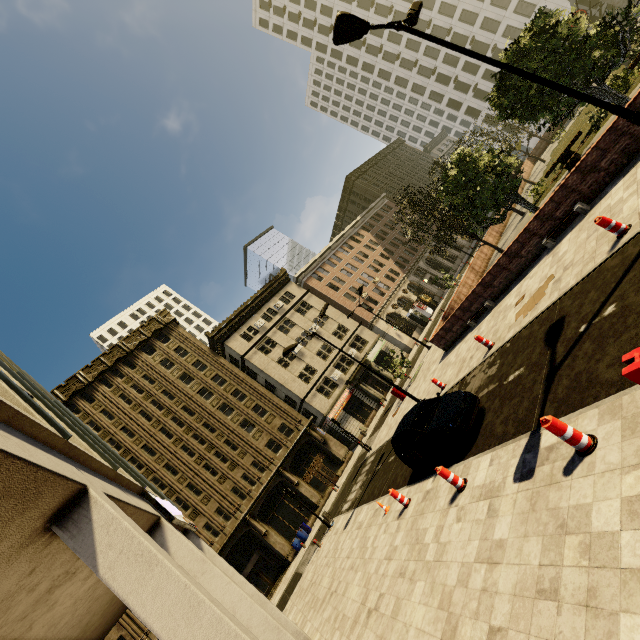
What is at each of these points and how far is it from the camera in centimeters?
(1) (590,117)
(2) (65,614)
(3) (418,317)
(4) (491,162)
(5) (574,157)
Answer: (1) plant, 1784cm
(2) building, 684cm
(3) atm, 4616cm
(4) tree, 1669cm
(5) bench, 1775cm

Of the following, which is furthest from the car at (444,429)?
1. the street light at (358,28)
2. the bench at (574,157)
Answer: the bench at (574,157)

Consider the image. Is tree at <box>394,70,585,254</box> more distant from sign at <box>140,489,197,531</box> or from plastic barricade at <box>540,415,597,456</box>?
sign at <box>140,489,197,531</box>

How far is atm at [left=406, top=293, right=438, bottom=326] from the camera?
46.29m

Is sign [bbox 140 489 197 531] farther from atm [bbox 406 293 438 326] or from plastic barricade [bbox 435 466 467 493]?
atm [bbox 406 293 438 326]

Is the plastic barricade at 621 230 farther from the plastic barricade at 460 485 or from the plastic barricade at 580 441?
the plastic barricade at 460 485

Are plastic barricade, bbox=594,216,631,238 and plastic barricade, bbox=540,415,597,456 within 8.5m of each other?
yes

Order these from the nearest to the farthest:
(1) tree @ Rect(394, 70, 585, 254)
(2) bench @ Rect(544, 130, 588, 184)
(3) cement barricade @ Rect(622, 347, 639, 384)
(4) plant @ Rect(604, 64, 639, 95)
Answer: (3) cement barricade @ Rect(622, 347, 639, 384)
(1) tree @ Rect(394, 70, 585, 254)
(4) plant @ Rect(604, 64, 639, 95)
(2) bench @ Rect(544, 130, 588, 184)
